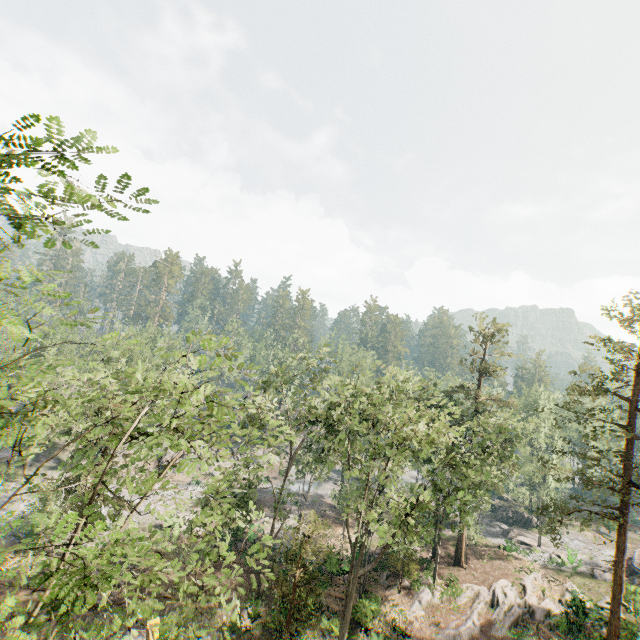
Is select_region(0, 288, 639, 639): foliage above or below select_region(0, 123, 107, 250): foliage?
below

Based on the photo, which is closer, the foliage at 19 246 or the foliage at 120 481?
the foliage at 19 246

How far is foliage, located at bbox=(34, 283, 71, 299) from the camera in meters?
5.5 m

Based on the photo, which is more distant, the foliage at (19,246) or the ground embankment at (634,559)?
the ground embankment at (634,559)

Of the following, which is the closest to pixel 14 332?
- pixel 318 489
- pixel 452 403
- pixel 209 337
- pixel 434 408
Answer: pixel 209 337

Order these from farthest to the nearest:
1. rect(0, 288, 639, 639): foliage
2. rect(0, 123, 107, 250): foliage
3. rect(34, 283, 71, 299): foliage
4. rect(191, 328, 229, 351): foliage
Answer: rect(191, 328, 229, 351): foliage
rect(0, 288, 639, 639): foliage
rect(34, 283, 71, 299): foliage
rect(0, 123, 107, 250): foliage

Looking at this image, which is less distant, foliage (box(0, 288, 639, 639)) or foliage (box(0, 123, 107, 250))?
foliage (box(0, 123, 107, 250))
